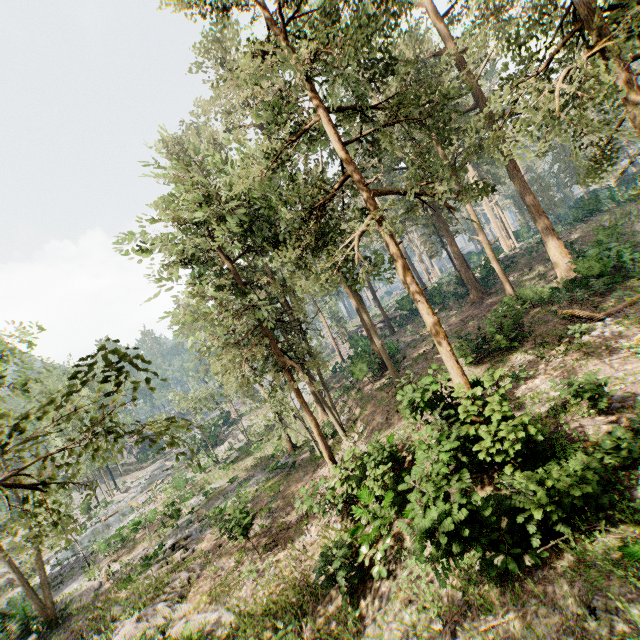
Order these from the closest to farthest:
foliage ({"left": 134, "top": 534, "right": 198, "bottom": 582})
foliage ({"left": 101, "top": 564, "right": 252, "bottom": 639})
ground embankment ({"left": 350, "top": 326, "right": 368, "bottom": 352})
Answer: foliage ({"left": 101, "top": 564, "right": 252, "bottom": 639})
foliage ({"left": 134, "top": 534, "right": 198, "bottom": 582})
ground embankment ({"left": 350, "top": 326, "right": 368, "bottom": 352})

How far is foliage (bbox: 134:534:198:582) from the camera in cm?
1789

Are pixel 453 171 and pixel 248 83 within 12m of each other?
yes

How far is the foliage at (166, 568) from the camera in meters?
17.9

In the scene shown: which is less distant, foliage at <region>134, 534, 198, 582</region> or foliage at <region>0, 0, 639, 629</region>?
foliage at <region>0, 0, 639, 629</region>

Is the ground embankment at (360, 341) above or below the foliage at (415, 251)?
below
